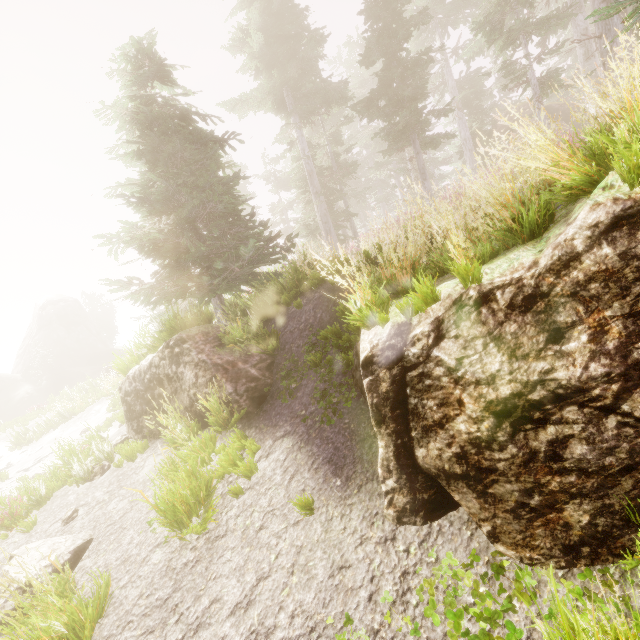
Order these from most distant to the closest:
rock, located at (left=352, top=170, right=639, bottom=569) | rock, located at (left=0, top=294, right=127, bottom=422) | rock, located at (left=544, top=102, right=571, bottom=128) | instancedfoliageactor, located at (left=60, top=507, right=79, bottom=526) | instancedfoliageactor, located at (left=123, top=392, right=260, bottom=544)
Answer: rock, located at (left=0, top=294, right=127, bottom=422)
rock, located at (left=544, top=102, right=571, bottom=128)
instancedfoliageactor, located at (left=60, top=507, right=79, bottom=526)
instancedfoliageactor, located at (left=123, top=392, right=260, bottom=544)
rock, located at (left=352, top=170, right=639, bottom=569)

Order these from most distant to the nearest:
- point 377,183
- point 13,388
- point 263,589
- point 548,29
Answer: point 377,183 < point 13,388 < point 548,29 < point 263,589

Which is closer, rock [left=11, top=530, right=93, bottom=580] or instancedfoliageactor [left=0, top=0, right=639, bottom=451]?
instancedfoliageactor [left=0, top=0, right=639, bottom=451]

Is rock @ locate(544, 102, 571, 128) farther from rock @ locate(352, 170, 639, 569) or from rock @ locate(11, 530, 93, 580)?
rock @ locate(11, 530, 93, 580)

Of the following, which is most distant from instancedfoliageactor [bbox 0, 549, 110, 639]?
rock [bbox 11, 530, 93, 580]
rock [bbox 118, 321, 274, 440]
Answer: rock [bbox 11, 530, 93, 580]

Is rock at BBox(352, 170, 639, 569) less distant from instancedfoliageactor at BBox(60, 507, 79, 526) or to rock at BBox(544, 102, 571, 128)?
instancedfoliageactor at BBox(60, 507, 79, 526)

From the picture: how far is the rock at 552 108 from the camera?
24.5m

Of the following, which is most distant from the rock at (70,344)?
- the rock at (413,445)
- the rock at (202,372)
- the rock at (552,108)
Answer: the rock at (413,445)
